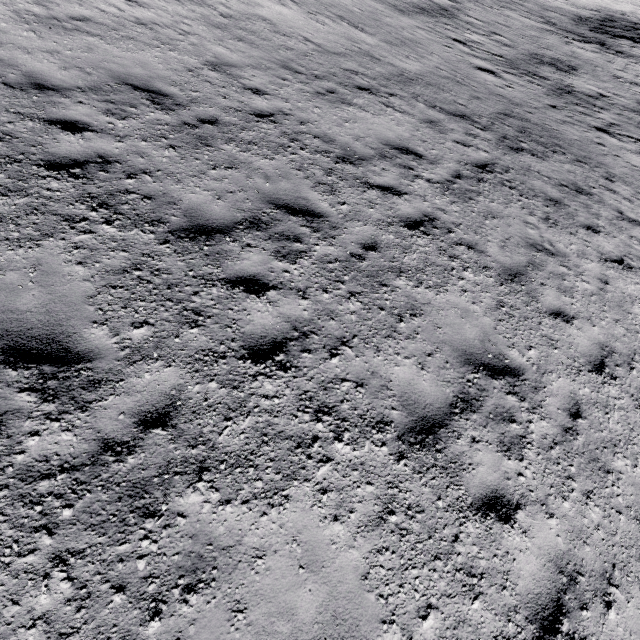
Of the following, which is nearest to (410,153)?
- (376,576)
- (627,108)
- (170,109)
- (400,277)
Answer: (400,277)
